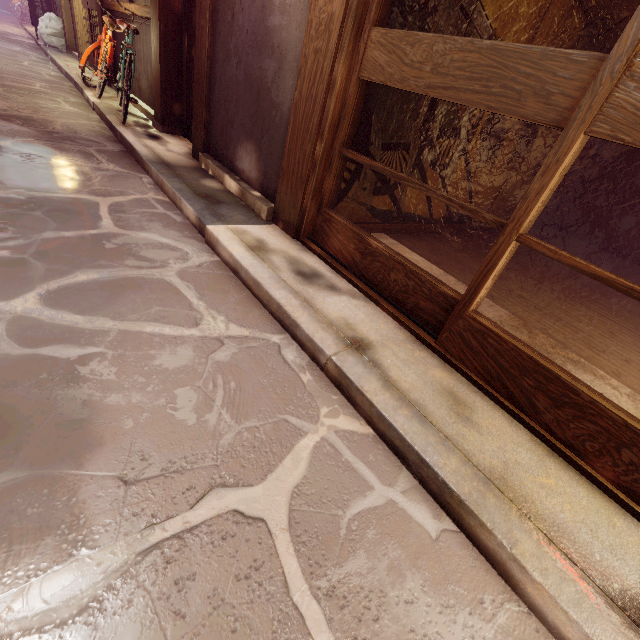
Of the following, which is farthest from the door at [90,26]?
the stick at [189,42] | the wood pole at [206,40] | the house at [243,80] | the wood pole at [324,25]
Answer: the wood pole at [324,25]

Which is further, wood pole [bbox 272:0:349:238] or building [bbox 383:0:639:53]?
building [bbox 383:0:639:53]

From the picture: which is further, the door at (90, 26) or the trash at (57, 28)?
the trash at (57, 28)

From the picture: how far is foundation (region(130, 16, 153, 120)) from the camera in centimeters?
1045cm

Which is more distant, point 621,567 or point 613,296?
point 613,296

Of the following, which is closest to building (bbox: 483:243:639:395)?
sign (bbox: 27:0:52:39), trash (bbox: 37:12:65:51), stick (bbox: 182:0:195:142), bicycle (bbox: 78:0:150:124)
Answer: stick (bbox: 182:0:195:142)

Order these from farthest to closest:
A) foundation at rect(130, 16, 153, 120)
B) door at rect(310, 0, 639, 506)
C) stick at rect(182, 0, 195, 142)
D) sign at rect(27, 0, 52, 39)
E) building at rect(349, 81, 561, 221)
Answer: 1. sign at rect(27, 0, 52, 39)
2. foundation at rect(130, 16, 153, 120)
3. stick at rect(182, 0, 195, 142)
4. building at rect(349, 81, 561, 221)
5. door at rect(310, 0, 639, 506)

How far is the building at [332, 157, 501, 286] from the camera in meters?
6.4 m
